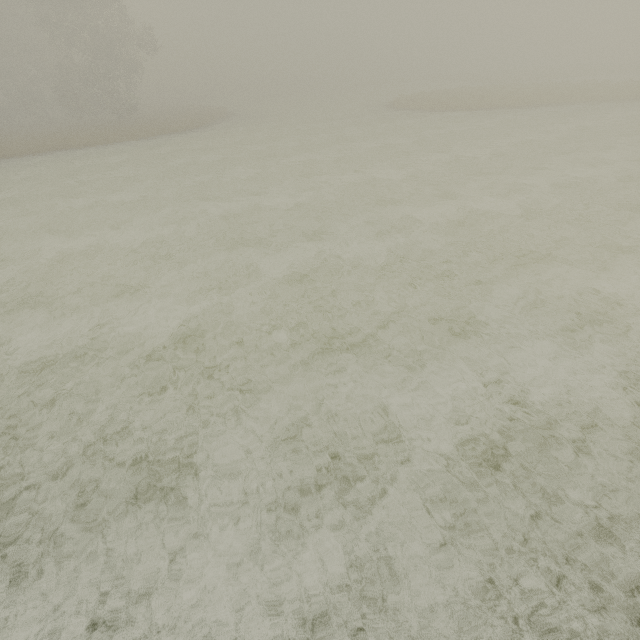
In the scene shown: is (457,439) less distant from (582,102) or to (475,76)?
(582,102)
